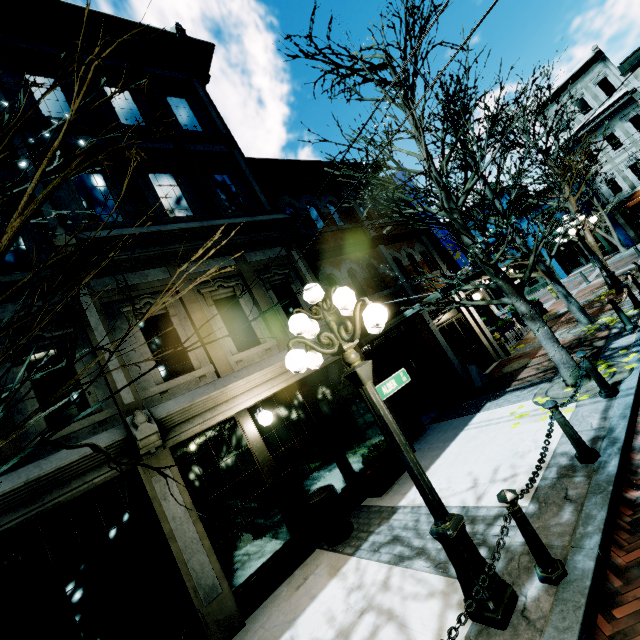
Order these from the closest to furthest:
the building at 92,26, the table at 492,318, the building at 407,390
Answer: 1. the building at 92,26
2. the building at 407,390
3. the table at 492,318

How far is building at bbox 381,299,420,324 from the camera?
10.5 meters

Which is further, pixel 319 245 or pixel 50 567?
pixel 319 245

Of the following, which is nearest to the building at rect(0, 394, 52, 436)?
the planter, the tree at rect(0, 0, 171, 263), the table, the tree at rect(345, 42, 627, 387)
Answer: the planter

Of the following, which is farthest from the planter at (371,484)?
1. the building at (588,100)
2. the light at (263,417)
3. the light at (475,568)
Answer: the building at (588,100)

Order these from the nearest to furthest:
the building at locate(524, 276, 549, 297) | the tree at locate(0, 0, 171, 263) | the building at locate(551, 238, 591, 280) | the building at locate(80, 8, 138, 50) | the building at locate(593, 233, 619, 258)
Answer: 1. the tree at locate(0, 0, 171, 263)
2. the building at locate(80, 8, 138, 50)
3. the building at locate(593, 233, 619, 258)
4. the building at locate(551, 238, 591, 280)
5. the building at locate(524, 276, 549, 297)

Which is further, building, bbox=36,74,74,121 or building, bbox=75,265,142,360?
building, bbox=36,74,74,121

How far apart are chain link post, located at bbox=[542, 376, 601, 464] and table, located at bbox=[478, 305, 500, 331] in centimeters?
1167cm
